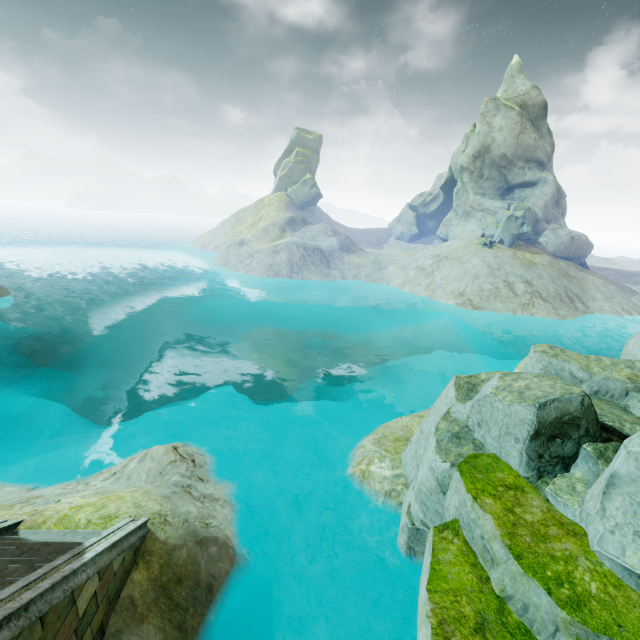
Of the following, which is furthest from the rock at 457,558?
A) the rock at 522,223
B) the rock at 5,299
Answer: the rock at 5,299

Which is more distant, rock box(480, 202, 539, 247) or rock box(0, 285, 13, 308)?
rock box(480, 202, 539, 247)

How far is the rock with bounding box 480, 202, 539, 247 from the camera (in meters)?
40.25

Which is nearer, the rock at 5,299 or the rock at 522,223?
the rock at 5,299

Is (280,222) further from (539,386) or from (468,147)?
(539,386)

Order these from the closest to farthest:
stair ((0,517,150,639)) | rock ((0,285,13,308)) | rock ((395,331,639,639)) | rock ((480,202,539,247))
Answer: stair ((0,517,150,639)), rock ((395,331,639,639)), rock ((0,285,13,308)), rock ((480,202,539,247))

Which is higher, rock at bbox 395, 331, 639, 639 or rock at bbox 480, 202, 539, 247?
rock at bbox 480, 202, 539, 247

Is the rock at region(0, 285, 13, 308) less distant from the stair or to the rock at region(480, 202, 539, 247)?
the stair
